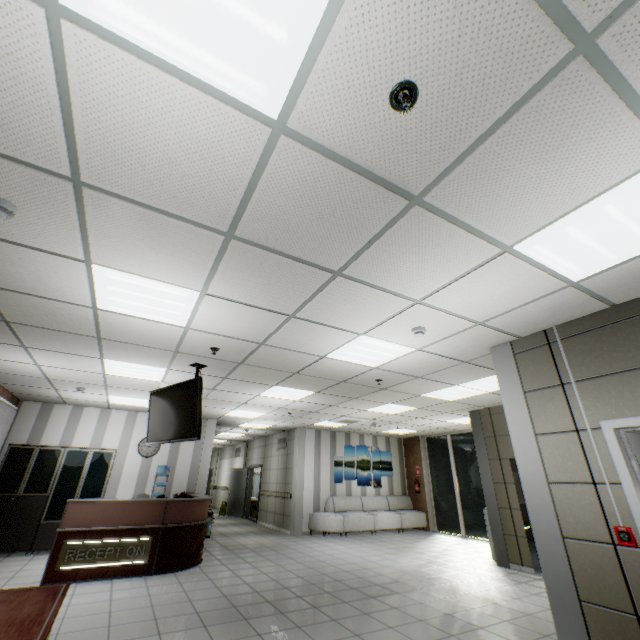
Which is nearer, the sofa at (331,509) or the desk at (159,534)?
the desk at (159,534)

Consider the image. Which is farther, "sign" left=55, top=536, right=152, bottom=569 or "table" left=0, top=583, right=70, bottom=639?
"sign" left=55, top=536, right=152, bottom=569

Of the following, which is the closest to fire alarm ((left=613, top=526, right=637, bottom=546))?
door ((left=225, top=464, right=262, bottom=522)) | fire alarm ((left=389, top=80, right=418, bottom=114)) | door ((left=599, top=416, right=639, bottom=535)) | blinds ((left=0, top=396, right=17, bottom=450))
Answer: door ((left=599, top=416, right=639, bottom=535))

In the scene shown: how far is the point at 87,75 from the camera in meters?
1.5 m

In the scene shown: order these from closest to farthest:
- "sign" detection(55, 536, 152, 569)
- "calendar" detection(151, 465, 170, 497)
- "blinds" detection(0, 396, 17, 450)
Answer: "sign" detection(55, 536, 152, 569)
"blinds" detection(0, 396, 17, 450)
"calendar" detection(151, 465, 170, 497)

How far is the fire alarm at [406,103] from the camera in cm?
152

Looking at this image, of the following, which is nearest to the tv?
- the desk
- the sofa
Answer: the desk

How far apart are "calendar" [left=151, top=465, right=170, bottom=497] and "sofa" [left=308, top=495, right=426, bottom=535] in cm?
459
